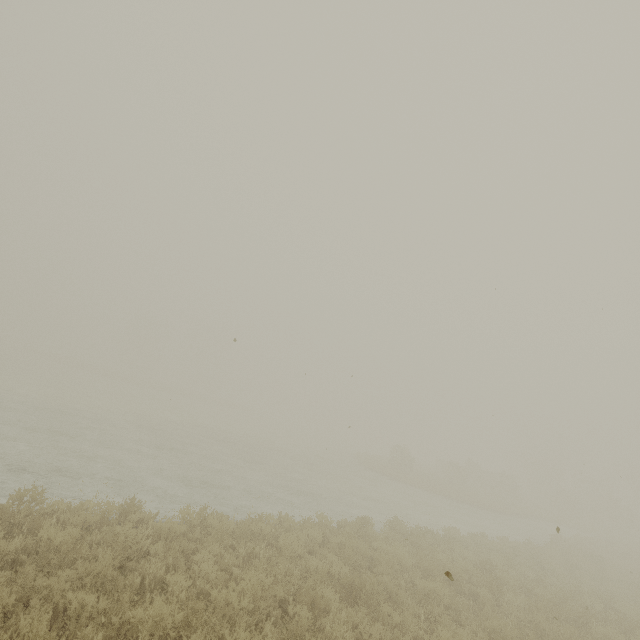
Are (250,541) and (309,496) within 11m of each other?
yes
